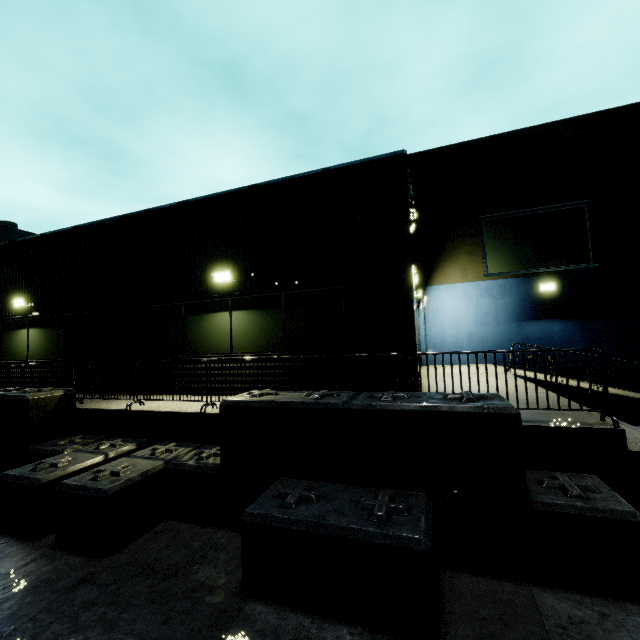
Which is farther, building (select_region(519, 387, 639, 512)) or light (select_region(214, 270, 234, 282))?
light (select_region(214, 270, 234, 282))

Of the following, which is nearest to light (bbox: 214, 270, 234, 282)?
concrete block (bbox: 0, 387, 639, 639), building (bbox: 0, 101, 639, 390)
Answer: building (bbox: 0, 101, 639, 390)

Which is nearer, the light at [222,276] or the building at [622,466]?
the building at [622,466]

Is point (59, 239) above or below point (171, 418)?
above

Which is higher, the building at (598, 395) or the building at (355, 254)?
the building at (355, 254)

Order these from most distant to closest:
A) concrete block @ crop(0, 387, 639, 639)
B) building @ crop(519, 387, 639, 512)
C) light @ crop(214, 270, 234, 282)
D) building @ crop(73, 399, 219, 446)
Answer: light @ crop(214, 270, 234, 282) → building @ crop(73, 399, 219, 446) → building @ crop(519, 387, 639, 512) → concrete block @ crop(0, 387, 639, 639)

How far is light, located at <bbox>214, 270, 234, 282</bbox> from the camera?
7.9m
